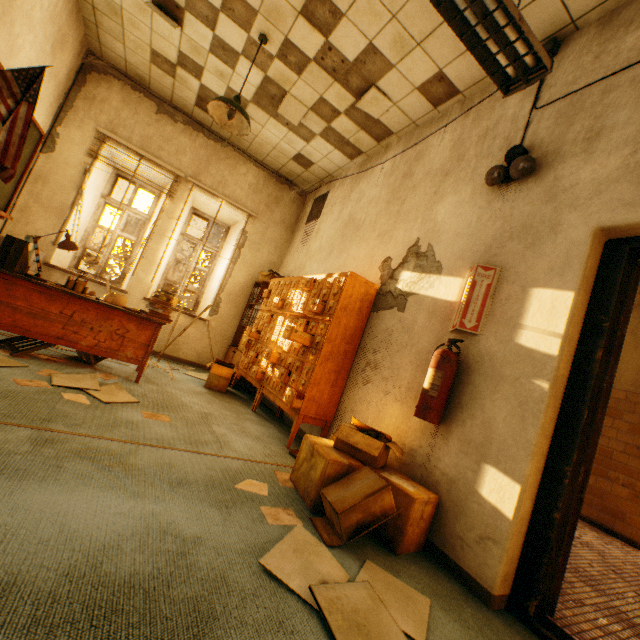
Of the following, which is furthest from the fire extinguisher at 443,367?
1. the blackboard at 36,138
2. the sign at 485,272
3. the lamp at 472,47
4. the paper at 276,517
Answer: the blackboard at 36,138

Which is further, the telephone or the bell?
the telephone

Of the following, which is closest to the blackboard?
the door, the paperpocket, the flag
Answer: the flag

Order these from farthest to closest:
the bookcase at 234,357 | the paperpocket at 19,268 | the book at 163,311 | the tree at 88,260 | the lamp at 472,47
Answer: the tree at 88,260, the bookcase at 234,357, the book at 163,311, the paperpocket at 19,268, the lamp at 472,47

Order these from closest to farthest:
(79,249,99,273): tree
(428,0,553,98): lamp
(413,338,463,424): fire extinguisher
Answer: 1. (428,0,553,98): lamp
2. (413,338,463,424): fire extinguisher
3. (79,249,99,273): tree

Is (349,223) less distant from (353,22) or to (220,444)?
(353,22)

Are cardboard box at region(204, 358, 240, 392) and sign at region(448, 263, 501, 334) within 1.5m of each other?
no

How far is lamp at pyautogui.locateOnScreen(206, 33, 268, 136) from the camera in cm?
324
